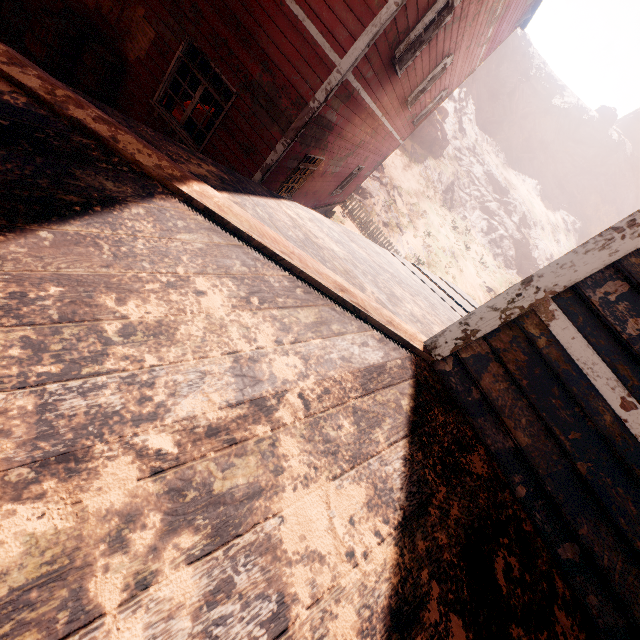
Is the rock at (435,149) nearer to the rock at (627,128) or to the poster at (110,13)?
the poster at (110,13)

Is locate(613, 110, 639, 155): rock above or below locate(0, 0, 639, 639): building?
above

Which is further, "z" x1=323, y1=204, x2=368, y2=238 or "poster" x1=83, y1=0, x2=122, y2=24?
"z" x1=323, y1=204, x2=368, y2=238

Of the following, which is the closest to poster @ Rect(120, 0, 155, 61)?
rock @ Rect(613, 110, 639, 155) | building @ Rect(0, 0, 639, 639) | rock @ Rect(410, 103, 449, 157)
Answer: building @ Rect(0, 0, 639, 639)

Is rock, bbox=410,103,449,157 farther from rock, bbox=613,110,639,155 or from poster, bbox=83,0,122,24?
rock, bbox=613,110,639,155

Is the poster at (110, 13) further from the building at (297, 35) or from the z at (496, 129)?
the z at (496, 129)

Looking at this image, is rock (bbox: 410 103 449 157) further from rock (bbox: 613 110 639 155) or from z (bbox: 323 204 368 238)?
rock (bbox: 613 110 639 155)

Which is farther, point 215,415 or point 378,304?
point 378,304
